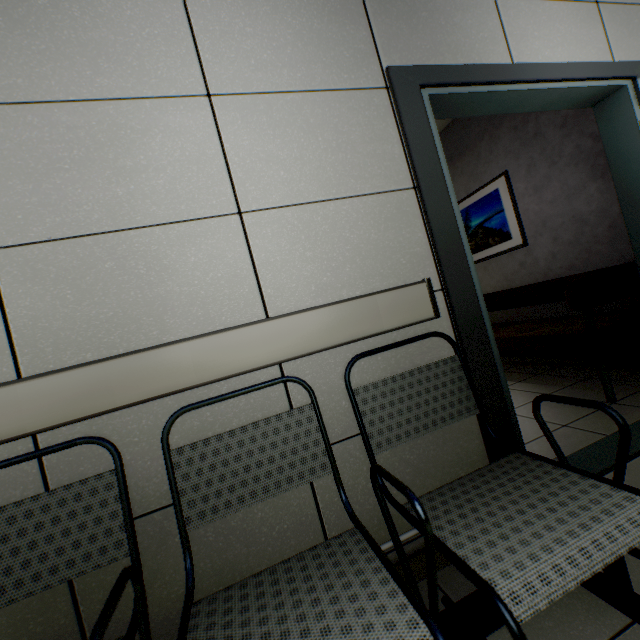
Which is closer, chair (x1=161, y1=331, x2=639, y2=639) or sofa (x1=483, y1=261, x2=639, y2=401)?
chair (x1=161, y1=331, x2=639, y2=639)

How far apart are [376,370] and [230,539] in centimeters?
83cm

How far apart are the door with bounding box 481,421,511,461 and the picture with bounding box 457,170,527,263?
1.43m

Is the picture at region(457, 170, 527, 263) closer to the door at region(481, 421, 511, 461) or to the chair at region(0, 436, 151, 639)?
the door at region(481, 421, 511, 461)

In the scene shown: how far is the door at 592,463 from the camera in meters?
1.7 m

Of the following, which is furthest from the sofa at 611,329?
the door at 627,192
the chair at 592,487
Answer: the chair at 592,487

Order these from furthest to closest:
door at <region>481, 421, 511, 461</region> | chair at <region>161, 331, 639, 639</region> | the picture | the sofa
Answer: the picture → the sofa → door at <region>481, 421, 511, 461</region> → chair at <region>161, 331, 639, 639</region>

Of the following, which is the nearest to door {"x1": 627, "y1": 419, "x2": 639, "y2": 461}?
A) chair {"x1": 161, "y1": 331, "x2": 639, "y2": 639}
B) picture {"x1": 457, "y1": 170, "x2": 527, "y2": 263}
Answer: chair {"x1": 161, "y1": 331, "x2": 639, "y2": 639}
